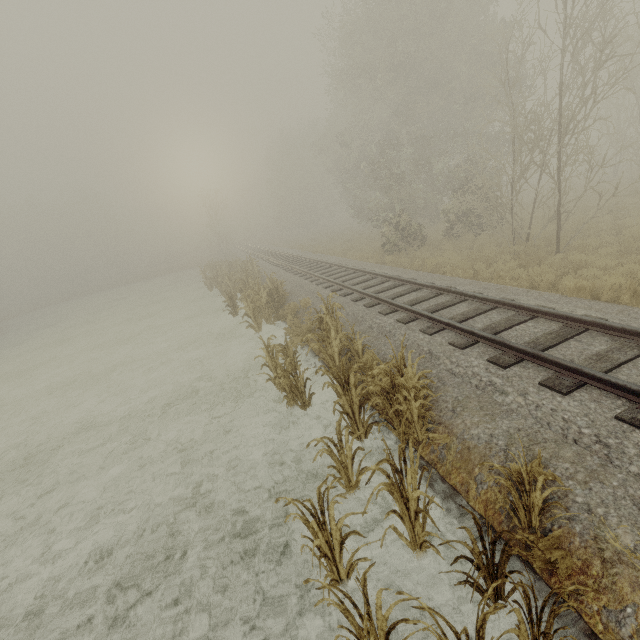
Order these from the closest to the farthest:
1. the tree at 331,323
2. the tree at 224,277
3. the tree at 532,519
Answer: the tree at 331,323 < the tree at 532,519 < the tree at 224,277

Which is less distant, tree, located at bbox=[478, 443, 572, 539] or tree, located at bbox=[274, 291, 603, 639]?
tree, located at bbox=[274, 291, 603, 639]

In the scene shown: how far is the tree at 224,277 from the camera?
7.0m

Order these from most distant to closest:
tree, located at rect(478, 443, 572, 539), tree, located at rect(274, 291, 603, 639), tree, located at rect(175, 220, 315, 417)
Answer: tree, located at rect(175, 220, 315, 417) < tree, located at rect(478, 443, 572, 539) < tree, located at rect(274, 291, 603, 639)

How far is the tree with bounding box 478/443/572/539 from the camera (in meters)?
3.15

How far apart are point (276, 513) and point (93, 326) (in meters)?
24.99

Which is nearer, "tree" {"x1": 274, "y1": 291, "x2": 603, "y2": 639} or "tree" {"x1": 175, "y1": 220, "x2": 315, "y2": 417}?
"tree" {"x1": 274, "y1": 291, "x2": 603, "y2": 639}
